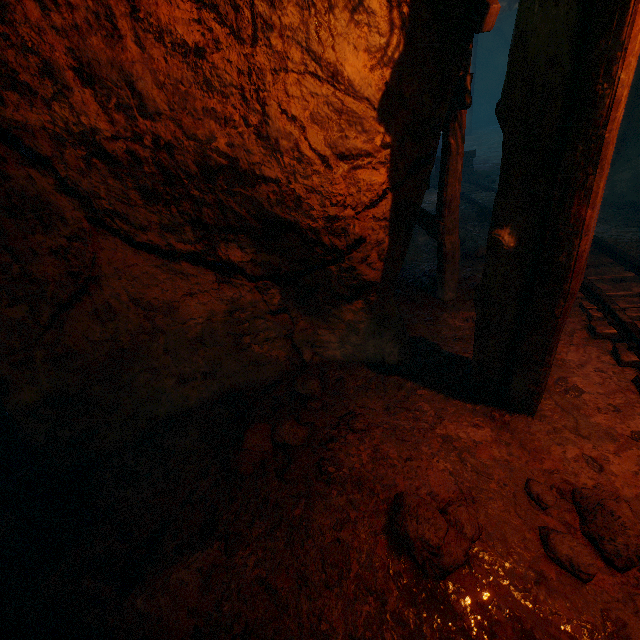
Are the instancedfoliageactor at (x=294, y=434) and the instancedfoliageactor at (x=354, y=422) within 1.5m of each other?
yes

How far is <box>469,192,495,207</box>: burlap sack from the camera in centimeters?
702cm

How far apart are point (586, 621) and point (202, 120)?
3.35m

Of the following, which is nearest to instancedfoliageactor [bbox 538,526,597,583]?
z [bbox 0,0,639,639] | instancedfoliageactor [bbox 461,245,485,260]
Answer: z [bbox 0,0,639,639]

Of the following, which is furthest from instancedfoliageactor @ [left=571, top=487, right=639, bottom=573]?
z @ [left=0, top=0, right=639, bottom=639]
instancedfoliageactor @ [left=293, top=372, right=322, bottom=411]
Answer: instancedfoliageactor @ [left=293, top=372, right=322, bottom=411]

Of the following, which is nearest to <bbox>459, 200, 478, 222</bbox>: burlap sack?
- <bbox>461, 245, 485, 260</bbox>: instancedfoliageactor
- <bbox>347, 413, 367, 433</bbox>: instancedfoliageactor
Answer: <bbox>461, 245, 485, 260</bbox>: instancedfoliageactor

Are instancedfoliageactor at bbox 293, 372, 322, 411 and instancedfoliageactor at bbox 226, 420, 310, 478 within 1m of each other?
yes

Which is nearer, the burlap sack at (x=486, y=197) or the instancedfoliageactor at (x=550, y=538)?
the instancedfoliageactor at (x=550, y=538)
